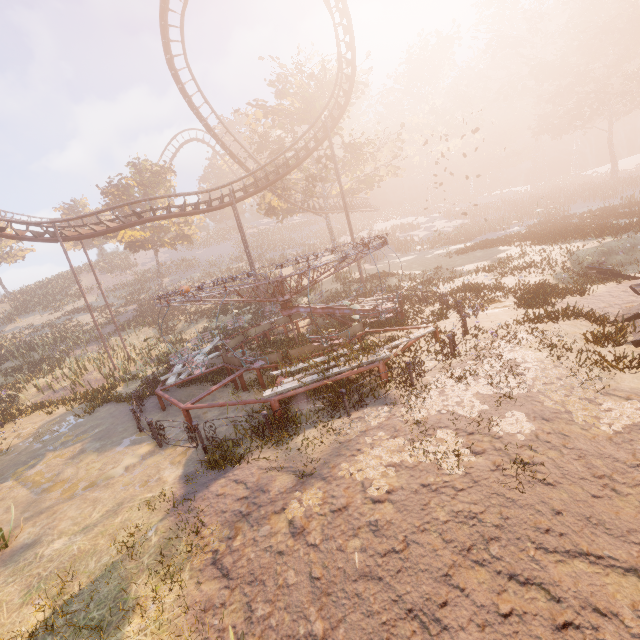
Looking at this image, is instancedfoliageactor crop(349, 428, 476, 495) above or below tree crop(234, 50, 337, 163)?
below

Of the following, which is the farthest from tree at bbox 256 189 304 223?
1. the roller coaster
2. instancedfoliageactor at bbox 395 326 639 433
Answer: instancedfoliageactor at bbox 395 326 639 433

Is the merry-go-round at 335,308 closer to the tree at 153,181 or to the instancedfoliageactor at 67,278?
the instancedfoliageactor at 67,278

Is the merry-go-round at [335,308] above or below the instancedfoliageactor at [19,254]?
below

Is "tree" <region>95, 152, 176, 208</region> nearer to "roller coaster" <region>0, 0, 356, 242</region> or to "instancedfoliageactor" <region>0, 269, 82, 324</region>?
"roller coaster" <region>0, 0, 356, 242</region>

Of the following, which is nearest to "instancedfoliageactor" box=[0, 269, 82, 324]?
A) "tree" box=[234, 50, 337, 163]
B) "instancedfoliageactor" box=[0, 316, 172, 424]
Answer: "instancedfoliageactor" box=[0, 316, 172, 424]

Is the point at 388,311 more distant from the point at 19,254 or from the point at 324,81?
the point at 19,254

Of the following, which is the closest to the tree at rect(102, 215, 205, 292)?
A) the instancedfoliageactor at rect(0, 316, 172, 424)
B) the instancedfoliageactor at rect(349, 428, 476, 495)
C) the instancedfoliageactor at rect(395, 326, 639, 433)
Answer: the instancedfoliageactor at rect(0, 316, 172, 424)
